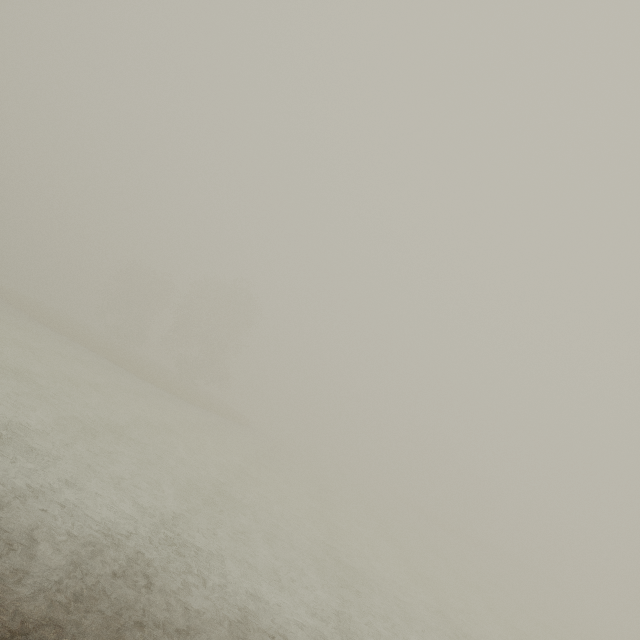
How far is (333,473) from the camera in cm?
4078
